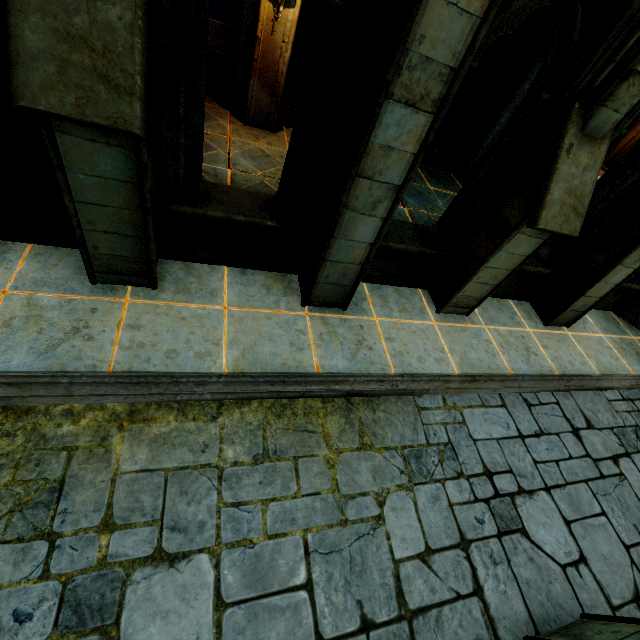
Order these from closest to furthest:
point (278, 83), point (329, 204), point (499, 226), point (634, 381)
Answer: point (329, 204)
point (499, 226)
point (278, 83)
point (634, 381)

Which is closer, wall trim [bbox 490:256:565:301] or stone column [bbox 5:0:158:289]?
stone column [bbox 5:0:158:289]

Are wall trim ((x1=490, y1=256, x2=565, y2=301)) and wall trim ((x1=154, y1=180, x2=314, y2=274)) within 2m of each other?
no

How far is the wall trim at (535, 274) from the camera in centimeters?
584cm

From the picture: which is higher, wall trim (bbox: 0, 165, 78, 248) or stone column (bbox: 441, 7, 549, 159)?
stone column (bbox: 441, 7, 549, 159)

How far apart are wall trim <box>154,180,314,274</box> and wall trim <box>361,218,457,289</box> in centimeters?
62cm

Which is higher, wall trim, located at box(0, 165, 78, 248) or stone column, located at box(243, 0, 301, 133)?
stone column, located at box(243, 0, 301, 133)

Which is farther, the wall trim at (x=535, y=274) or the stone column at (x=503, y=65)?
the stone column at (x=503, y=65)
